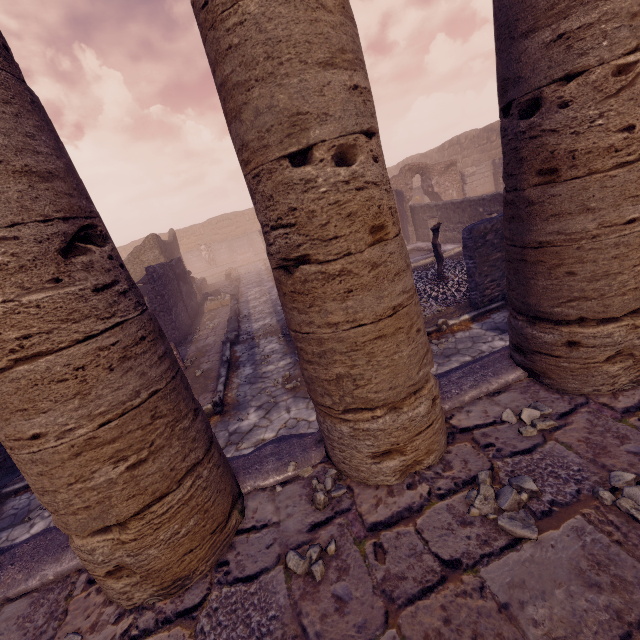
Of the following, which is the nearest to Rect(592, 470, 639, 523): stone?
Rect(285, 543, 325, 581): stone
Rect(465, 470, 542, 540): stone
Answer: Rect(465, 470, 542, 540): stone

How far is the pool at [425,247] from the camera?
12.3m

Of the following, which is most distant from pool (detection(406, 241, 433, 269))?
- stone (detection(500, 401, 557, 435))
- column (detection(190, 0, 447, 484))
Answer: stone (detection(500, 401, 557, 435))

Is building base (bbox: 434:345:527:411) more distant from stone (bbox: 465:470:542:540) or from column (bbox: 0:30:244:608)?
stone (bbox: 465:470:542:540)

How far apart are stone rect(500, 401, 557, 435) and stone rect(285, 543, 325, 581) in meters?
1.8 m

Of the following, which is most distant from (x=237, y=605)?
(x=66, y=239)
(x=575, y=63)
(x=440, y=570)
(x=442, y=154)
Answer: (x=442, y=154)

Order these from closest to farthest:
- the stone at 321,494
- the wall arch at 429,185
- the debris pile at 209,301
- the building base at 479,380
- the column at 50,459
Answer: the column at 50,459, the stone at 321,494, the building base at 479,380, the debris pile at 209,301, the wall arch at 429,185

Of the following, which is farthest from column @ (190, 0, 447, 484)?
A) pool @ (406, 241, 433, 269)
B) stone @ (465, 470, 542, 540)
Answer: pool @ (406, 241, 433, 269)
